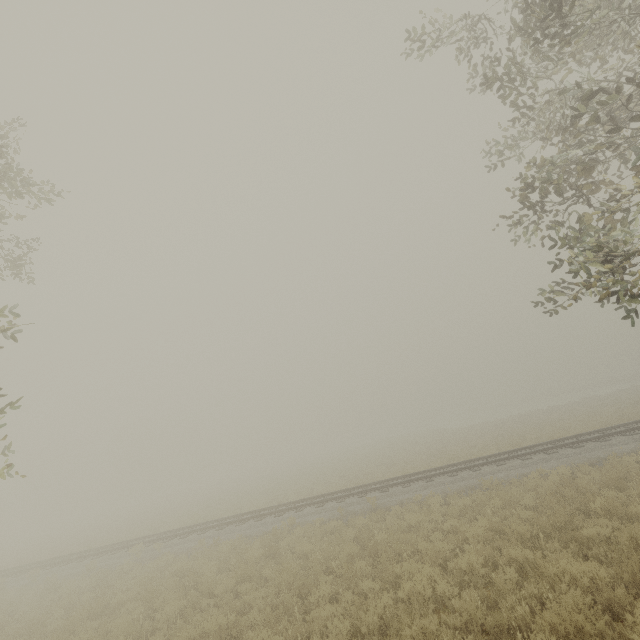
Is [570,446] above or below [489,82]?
below
